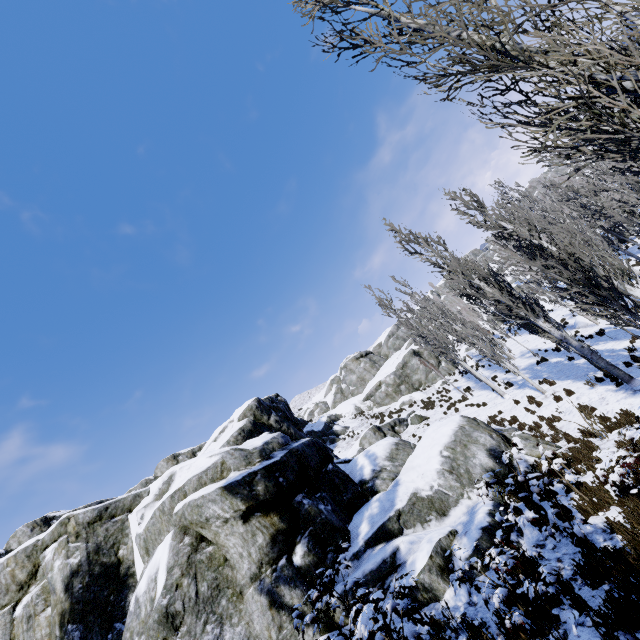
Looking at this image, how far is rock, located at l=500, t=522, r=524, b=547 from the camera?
6.7m

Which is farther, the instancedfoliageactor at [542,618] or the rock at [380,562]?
the rock at [380,562]

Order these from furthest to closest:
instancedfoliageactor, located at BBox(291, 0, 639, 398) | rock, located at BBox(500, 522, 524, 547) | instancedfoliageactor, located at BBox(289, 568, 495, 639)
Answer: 1. rock, located at BBox(500, 522, 524, 547)
2. instancedfoliageactor, located at BBox(291, 0, 639, 398)
3. instancedfoliageactor, located at BBox(289, 568, 495, 639)

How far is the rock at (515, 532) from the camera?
6.7 meters

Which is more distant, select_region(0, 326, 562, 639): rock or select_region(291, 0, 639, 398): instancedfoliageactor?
select_region(0, 326, 562, 639): rock

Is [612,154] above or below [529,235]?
below

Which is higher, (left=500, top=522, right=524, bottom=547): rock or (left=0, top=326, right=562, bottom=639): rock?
(left=0, top=326, right=562, bottom=639): rock
